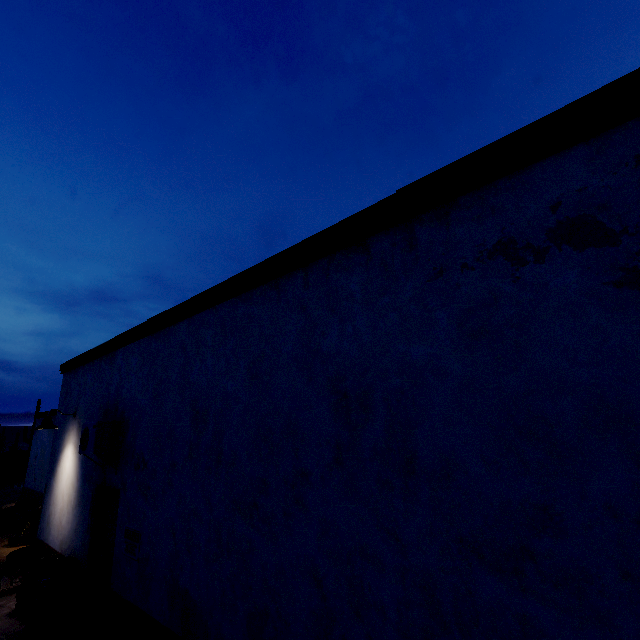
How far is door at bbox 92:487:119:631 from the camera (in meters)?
5.45

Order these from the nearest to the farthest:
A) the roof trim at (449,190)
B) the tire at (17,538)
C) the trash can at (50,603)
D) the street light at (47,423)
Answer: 1. the roof trim at (449,190)
2. the trash can at (50,603)
3. the street light at (47,423)
4. the tire at (17,538)

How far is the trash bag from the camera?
5.8m

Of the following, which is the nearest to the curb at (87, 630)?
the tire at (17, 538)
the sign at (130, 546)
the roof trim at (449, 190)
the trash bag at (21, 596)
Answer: the trash bag at (21, 596)

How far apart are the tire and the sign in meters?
7.9 m

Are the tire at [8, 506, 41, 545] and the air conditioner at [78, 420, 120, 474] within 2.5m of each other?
no

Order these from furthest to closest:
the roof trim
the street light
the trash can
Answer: the street light, the trash can, the roof trim

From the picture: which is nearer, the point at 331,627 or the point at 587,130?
the point at 587,130
